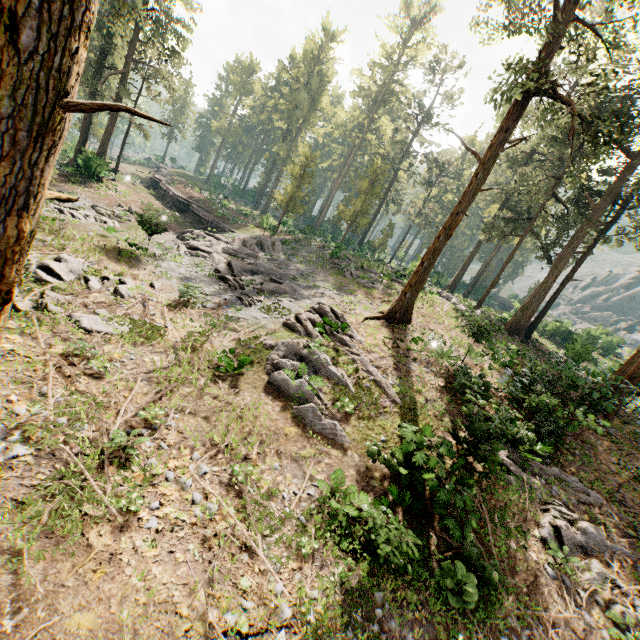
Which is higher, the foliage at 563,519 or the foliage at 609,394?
the foliage at 609,394

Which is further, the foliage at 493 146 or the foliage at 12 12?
the foliage at 493 146

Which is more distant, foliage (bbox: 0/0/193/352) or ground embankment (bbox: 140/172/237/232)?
ground embankment (bbox: 140/172/237/232)

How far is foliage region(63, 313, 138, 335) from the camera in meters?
10.9 m

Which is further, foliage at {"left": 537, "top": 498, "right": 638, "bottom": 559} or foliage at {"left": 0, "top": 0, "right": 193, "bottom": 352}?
foliage at {"left": 537, "top": 498, "right": 638, "bottom": 559}

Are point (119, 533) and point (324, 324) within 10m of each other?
no

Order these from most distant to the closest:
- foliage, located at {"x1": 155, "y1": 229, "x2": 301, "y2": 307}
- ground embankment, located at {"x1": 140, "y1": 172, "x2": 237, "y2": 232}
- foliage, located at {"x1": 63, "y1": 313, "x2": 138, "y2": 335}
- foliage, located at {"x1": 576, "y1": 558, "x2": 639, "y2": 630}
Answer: ground embankment, located at {"x1": 140, "y1": 172, "x2": 237, "y2": 232} → foliage, located at {"x1": 155, "y1": 229, "x2": 301, "y2": 307} → foliage, located at {"x1": 63, "y1": 313, "x2": 138, "y2": 335} → foliage, located at {"x1": 576, "y1": 558, "x2": 639, "y2": 630}
